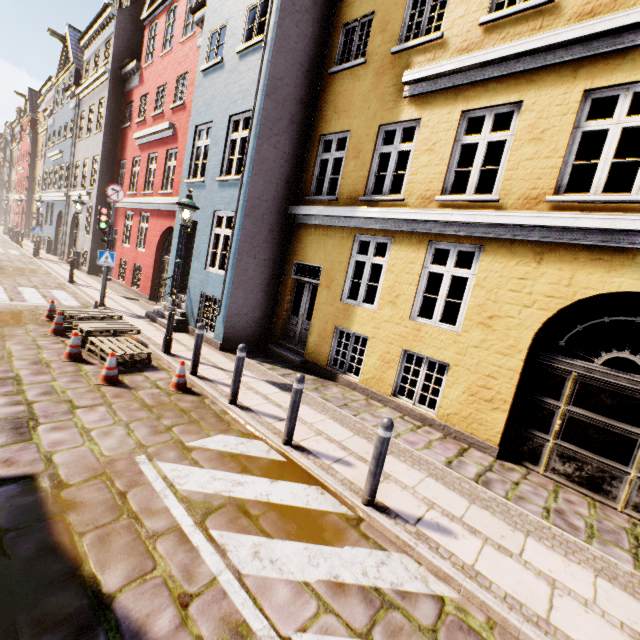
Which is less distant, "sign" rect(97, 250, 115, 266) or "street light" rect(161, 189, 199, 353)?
"street light" rect(161, 189, 199, 353)

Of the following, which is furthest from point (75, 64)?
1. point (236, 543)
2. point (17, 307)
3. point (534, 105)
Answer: point (236, 543)

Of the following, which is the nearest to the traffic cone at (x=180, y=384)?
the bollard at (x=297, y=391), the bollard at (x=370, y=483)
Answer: the bollard at (x=297, y=391)

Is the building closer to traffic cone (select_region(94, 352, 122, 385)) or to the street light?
the street light

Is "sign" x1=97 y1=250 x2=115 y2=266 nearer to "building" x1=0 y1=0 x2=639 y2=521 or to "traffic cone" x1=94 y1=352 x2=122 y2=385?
"building" x1=0 y1=0 x2=639 y2=521

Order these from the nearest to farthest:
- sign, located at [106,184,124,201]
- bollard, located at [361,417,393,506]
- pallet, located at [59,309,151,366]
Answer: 1. bollard, located at [361,417,393,506]
2. pallet, located at [59,309,151,366]
3. sign, located at [106,184,124,201]

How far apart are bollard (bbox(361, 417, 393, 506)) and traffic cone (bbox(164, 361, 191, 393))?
3.9m

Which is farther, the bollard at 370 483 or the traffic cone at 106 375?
the traffic cone at 106 375
